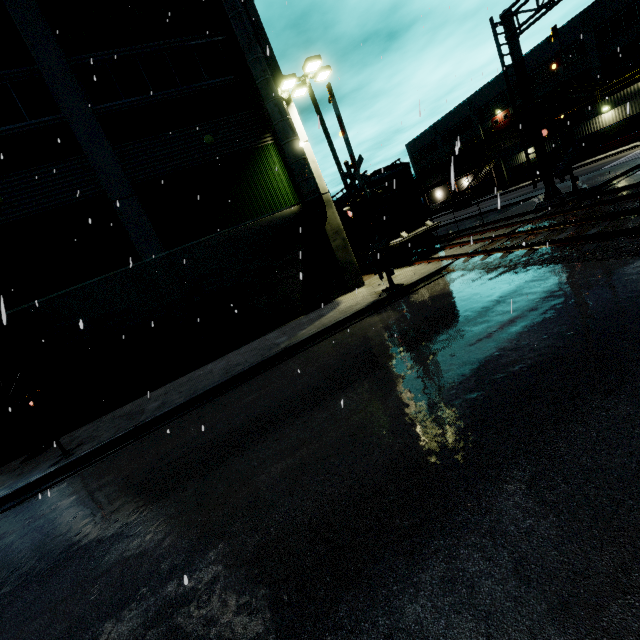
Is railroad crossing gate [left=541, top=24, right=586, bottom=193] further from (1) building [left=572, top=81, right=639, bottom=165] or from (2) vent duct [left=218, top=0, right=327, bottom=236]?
(2) vent duct [left=218, top=0, right=327, bottom=236]

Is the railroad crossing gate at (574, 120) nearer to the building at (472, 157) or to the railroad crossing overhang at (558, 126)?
the railroad crossing overhang at (558, 126)

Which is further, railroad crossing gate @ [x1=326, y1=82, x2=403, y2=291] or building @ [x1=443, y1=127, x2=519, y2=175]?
building @ [x1=443, y1=127, x2=519, y2=175]

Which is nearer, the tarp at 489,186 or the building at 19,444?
the building at 19,444

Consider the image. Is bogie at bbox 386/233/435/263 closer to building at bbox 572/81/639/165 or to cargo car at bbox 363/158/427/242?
cargo car at bbox 363/158/427/242

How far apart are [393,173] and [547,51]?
41.80m

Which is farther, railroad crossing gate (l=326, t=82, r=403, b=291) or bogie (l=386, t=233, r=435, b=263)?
bogie (l=386, t=233, r=435, b=263)

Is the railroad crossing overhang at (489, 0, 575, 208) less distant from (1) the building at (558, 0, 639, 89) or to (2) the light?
(1) the building at (558, 0, 639, 89)
